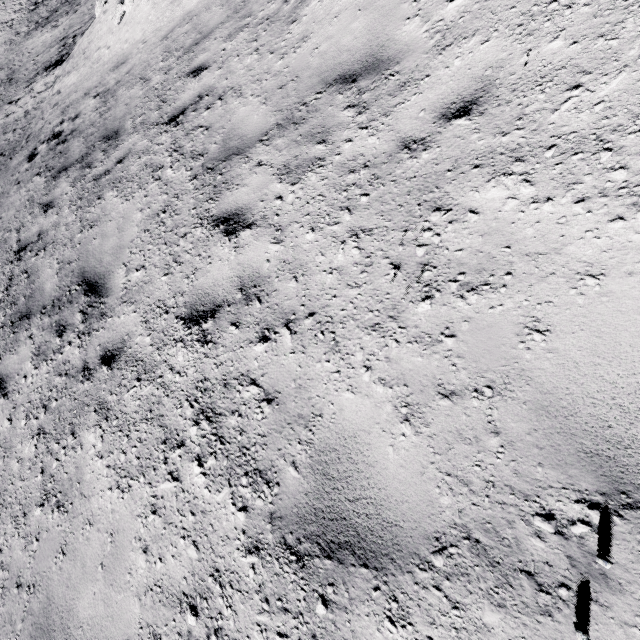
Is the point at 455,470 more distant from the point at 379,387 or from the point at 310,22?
the point at 310,22
